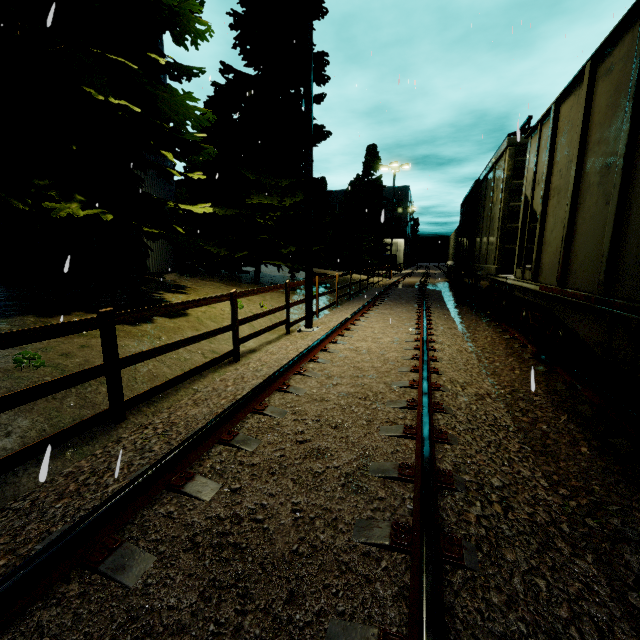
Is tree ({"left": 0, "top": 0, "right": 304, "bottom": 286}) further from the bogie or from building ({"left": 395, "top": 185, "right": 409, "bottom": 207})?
building ({"left": 395, "top": 185, "right": 409, "bottom": 207})

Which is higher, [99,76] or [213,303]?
[99,76]

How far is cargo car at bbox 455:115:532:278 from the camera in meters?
8.0 m

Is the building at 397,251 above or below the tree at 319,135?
below

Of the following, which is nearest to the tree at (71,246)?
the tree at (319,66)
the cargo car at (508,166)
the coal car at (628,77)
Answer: the tree at (319,66)

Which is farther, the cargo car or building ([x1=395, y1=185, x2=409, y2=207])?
building ([x1=395, y1=185, x2=409, y2=207])

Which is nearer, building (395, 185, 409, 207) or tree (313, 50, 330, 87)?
tree (313, 50, 330, 87)

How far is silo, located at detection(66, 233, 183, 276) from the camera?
10.6 meters
